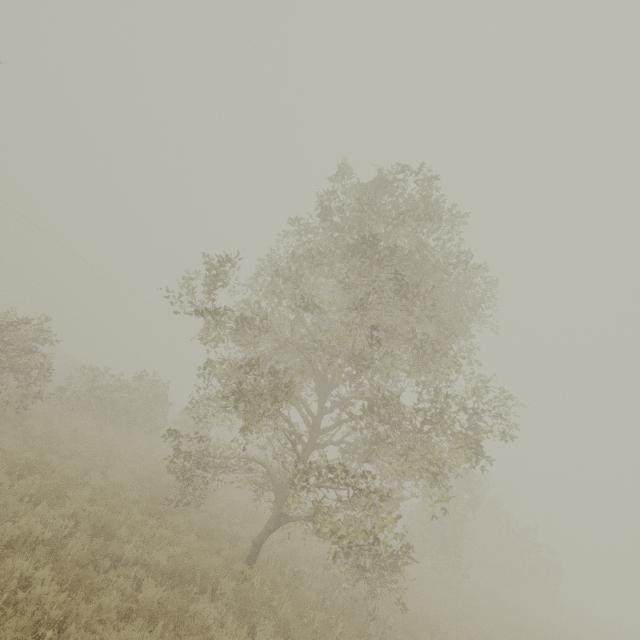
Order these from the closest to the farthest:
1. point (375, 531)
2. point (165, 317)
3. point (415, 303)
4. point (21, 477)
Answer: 1. point (375, 531)
2. point (415, 303)
3. point (21, 477)
4. point (165, 317)
